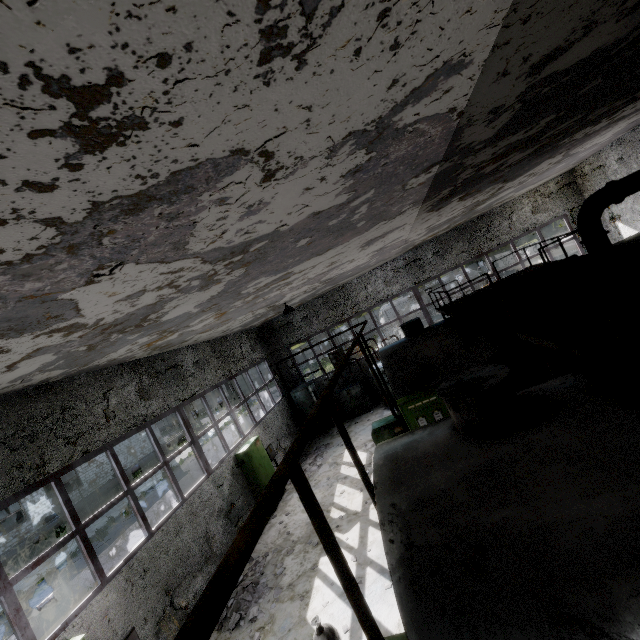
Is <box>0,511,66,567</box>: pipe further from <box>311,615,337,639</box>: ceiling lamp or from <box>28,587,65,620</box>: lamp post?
<box>311,615,337,639</box>: ceiling lamp

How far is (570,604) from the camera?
2.1 meters

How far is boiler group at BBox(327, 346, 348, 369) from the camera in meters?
18.0

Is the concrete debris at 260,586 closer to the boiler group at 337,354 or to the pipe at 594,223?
the boiler group at 337,354

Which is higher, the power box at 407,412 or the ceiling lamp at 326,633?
the power box at 407,412

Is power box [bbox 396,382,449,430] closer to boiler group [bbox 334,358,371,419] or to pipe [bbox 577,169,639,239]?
boiler group [bbox 334,358,371,419]

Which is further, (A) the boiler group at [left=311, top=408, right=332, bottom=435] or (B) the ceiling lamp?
(A) the boiler group at [left=311, top=408, right=332, bottom=435]

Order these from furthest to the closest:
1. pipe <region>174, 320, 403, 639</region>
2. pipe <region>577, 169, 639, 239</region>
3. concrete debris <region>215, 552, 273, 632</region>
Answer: pipe <region>577, 169, 639, 239</region>
concrete debris <region>215, 552, 273, 632</region>
pipe <region>174, 320, 403, 639</region>
